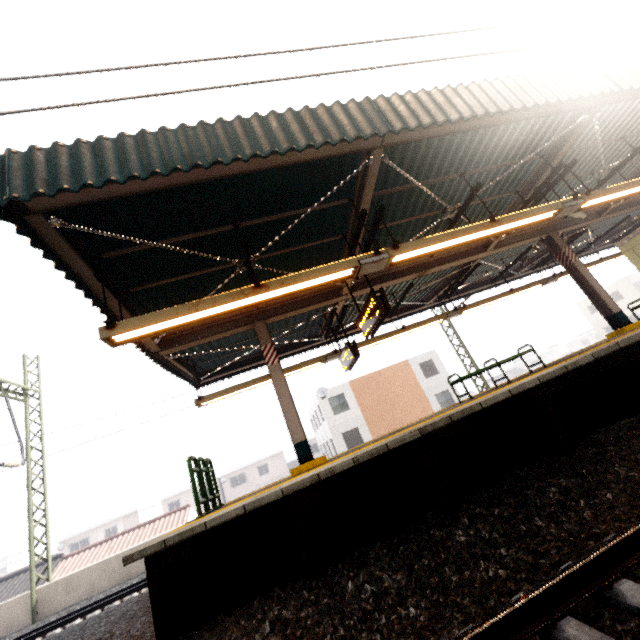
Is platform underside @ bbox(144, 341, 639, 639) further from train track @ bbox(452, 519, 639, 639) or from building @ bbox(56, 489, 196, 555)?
building @ bbox(56, 489, 196, 555)

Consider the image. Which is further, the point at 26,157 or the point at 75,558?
the point at 75,558

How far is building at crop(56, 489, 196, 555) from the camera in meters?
40.9

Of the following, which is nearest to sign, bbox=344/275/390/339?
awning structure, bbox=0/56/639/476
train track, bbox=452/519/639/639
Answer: awning structure, bbox=0/56/639/476

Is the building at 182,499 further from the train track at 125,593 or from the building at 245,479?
the train track at 125,593

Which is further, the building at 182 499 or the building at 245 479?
the building at 245 479

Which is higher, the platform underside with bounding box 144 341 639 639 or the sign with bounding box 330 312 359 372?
the sign with bounding box 330 312 359 372

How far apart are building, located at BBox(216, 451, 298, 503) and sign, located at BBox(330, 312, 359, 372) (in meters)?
42.94
